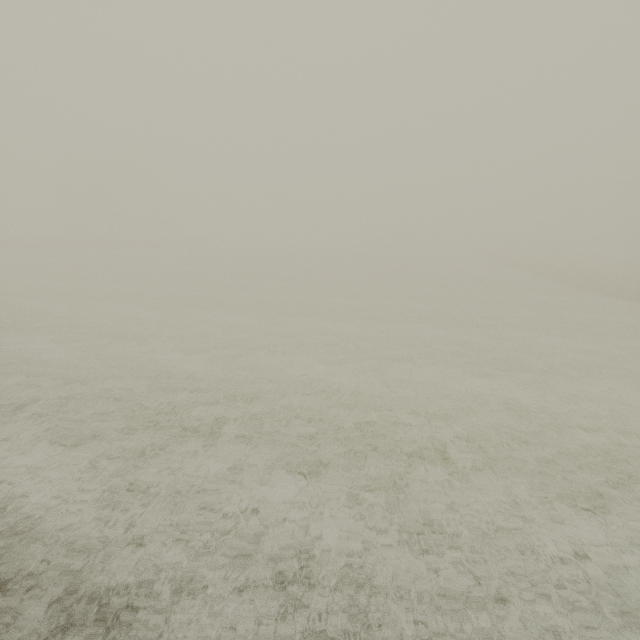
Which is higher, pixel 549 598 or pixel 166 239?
pixel 166 239
